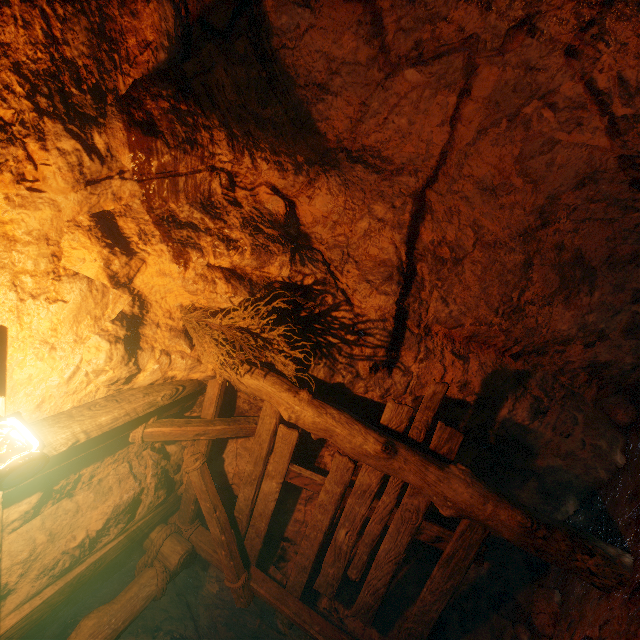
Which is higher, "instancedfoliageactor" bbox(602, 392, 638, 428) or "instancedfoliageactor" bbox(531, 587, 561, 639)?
"instancedfoliageactor" bbox(602, 392, 638, 428)

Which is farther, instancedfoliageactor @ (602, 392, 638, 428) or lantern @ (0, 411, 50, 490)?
instancedfoliageactor @ (602, 392, 638, 428)

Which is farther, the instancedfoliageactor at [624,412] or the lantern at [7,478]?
the instancedfoliageactor at [624,412]

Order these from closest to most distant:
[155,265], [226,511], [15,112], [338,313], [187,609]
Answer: [15,112], [155,265], [338,313], [226,511], [187,609]

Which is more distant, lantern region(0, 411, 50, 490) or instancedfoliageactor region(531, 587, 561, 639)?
instancedfoliageactor region(531, 587, 561, 639)

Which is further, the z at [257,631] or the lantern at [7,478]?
the z at [257,631]

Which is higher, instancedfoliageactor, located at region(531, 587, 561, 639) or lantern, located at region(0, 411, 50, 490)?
lantern, located at region(0, 411, 50, 490)

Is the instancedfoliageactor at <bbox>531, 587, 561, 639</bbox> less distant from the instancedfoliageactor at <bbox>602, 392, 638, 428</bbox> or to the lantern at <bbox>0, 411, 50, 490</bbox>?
the instancedfoliageactor at <bbox>602, 392, 638, 428</bbox>
